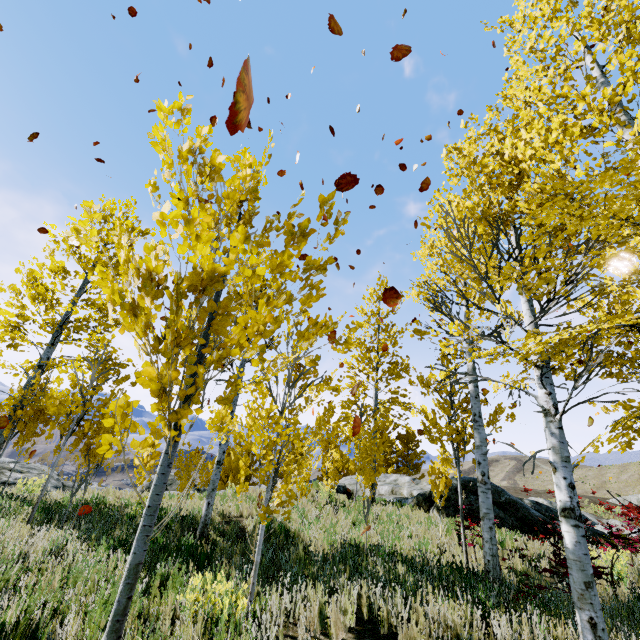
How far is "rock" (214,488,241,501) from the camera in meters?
11.2 m

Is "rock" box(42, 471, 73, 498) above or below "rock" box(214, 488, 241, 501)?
below

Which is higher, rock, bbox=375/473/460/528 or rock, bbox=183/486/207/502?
rock, bbox=375/473/460/528

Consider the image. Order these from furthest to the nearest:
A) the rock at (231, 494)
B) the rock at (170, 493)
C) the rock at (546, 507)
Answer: the rock at (170, 493) < the rock at (231, 494) < the rock at (546, 507)

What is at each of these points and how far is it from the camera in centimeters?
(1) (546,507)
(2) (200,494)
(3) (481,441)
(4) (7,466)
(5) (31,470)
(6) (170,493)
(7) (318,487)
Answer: (1) rock, 1252cm
(2) rock, 1255cm
(3) instancedfoliageactor, 665cm
(4) rock, 1324cm
(5) rock, 1383cm
(6) rock, 1227cm
(7) rock, 1459cm

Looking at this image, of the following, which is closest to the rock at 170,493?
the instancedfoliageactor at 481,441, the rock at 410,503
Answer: the instancedfoliageactor at 481,441

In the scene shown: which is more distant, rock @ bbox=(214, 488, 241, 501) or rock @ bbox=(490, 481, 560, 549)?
rock @ bbox=(214, 488, 241, 501)

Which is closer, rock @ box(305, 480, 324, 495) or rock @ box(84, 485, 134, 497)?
rock @ box(84, 485, 134, 497)
